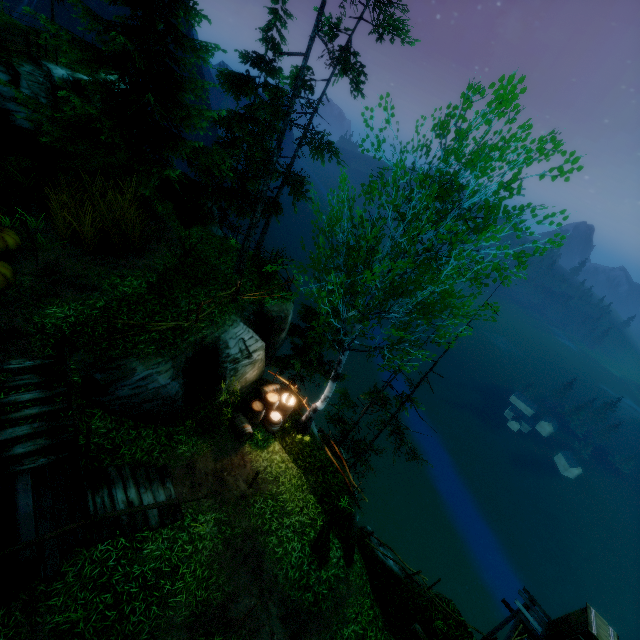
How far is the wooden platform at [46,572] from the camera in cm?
636

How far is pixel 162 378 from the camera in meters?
9.6 m

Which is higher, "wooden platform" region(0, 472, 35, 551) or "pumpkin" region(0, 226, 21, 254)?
"pumpkin" region(0, 226, 21, 254)

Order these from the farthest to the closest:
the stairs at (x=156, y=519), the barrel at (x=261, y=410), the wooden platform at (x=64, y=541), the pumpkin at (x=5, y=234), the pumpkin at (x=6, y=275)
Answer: the barrel at (x=261, y=410)
the pumpkin at (x=5, y=234)
the pumpkin at (x=6, y=275)
the stairs at (x=156, y=519)
the wooden platform at (x=64, y=541)

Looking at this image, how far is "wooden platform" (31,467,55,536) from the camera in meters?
6.9 m

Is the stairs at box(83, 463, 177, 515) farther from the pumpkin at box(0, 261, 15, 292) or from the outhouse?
the outhouse

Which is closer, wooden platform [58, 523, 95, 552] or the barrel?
wooden platform [58, 523, 95, 552]

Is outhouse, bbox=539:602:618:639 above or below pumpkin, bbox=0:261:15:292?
below
